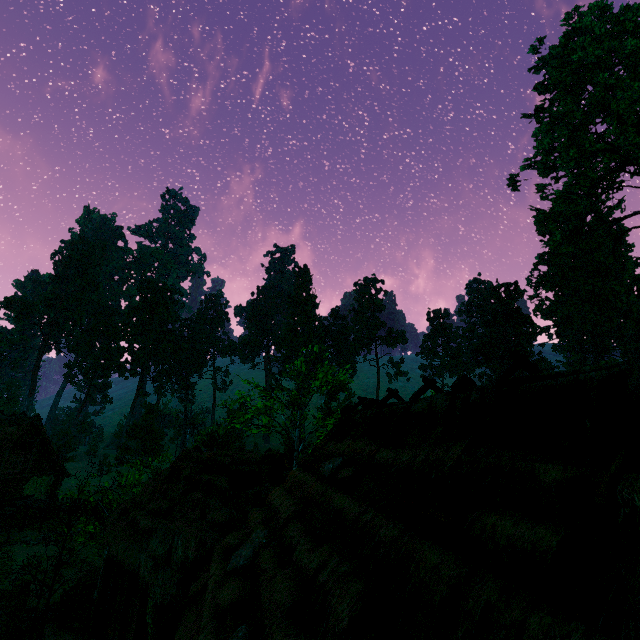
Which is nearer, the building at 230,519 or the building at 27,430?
the building at 230,519

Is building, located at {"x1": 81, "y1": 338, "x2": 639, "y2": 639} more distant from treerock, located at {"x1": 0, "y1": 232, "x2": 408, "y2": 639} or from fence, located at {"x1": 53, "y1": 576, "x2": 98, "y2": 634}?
fence, located at {"x1": 53, "y1": 576, "x2": 98, "y2": 634}

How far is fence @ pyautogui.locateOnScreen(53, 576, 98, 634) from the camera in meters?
11.8 m

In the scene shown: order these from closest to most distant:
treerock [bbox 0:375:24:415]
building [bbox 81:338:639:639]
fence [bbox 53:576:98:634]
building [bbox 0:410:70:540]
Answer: building [bbox 81:338:639:639], fence [bbox 53:576:98:634], building [bbox 0:410:70:540], treerock [bbox 0:375:24:415]

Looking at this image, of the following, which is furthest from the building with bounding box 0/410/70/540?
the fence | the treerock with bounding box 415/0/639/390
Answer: the fence

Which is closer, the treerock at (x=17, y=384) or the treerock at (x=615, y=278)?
the treerock at (x=615, y=278)

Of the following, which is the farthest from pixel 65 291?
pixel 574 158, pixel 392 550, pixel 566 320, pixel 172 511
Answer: pixel 566 320

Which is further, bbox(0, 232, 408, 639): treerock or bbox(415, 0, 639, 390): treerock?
bbox(415, 0, 639, 390): treerock
